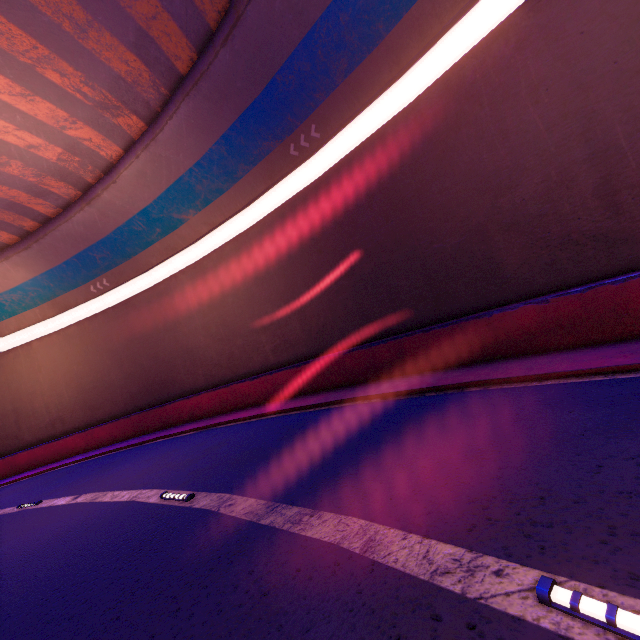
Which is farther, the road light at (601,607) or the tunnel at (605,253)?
the tunnel at (605,253)

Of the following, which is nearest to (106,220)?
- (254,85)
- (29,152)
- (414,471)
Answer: (29,152)

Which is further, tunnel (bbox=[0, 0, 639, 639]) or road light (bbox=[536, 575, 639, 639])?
tunnel (bbox=[0, 0, 639, 639])
